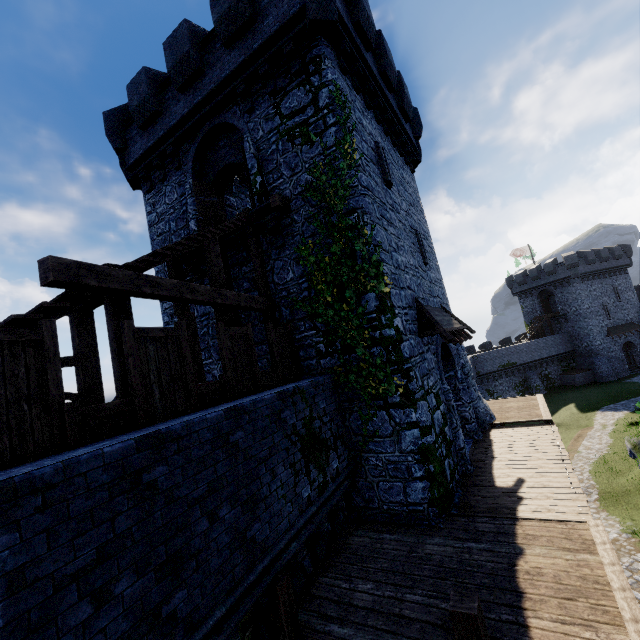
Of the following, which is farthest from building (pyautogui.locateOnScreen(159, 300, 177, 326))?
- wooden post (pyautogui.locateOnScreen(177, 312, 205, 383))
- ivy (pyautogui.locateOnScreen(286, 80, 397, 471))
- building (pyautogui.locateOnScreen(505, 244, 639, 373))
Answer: building (pyautogui.locateOnScreen(505, 244, 639, 373))

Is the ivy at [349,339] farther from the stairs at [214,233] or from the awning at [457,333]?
the awning at [457,333]

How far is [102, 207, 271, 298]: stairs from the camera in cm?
666

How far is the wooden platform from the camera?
9.41m

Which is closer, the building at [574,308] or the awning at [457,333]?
the awning at [457,333]

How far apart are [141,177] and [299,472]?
13.7m

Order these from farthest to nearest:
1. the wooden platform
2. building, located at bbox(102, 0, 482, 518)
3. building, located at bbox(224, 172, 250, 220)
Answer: building, located at bbox(224, 172, 250, 220), the wooden platform, building, located at bbox(102, 0, 482, 518)

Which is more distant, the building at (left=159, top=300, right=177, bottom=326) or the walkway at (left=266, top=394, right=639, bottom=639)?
the building at (left=159, top=300, right=177, bottom=326)
